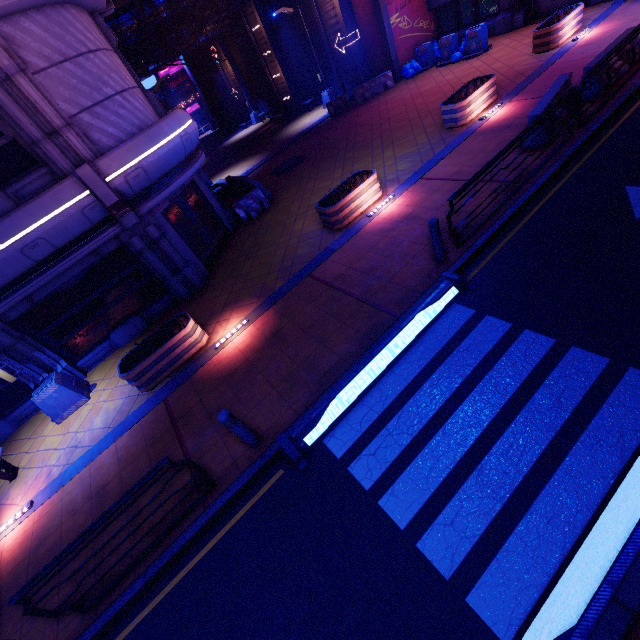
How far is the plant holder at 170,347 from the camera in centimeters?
814cm

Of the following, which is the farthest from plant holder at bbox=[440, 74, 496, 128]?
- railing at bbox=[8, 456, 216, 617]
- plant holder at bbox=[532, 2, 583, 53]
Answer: railing at bbox=[8, 456, 216, 617]

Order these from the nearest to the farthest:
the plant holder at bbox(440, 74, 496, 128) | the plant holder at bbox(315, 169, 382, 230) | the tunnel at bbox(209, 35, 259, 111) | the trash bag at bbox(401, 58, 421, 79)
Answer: the plant holder at bbox(315, 169, 382, 230)
the plant holder at bbox(440, 74, 496, 128)
the trash bag at bbox(401, 58, 421, 79)
the tunnel at bbox(209, 35, 259, 111)

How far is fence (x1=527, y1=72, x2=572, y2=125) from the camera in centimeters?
833cm

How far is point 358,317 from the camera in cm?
715

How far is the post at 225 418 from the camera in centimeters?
530cm

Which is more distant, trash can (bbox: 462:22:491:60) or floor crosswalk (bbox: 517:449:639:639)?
trash can (bbox: 462:22:491:60)

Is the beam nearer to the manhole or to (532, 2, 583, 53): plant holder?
(532, 2, 583, 53): plant holder
